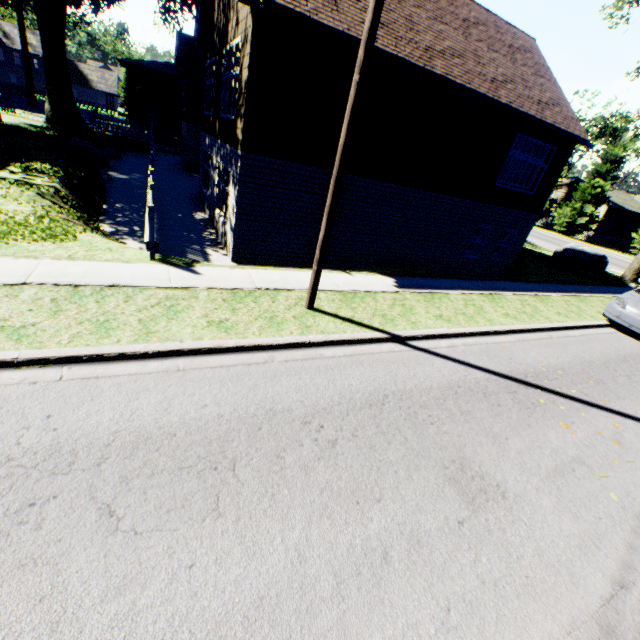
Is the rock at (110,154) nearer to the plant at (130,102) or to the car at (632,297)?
the plant at (130,102)

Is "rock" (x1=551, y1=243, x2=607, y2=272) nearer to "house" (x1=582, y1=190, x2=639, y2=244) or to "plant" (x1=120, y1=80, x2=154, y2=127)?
"house" (x1=582, y1=190, x2=639, y2=244)

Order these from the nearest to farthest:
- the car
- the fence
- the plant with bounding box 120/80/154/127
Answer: the car < the fence < the plant with bounding box 120/80/154/127

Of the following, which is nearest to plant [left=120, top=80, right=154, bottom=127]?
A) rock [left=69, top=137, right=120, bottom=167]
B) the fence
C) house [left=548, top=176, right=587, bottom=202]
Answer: the fence

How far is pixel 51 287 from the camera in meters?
5.4

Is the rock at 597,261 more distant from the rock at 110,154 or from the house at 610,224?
the rock at 110,154

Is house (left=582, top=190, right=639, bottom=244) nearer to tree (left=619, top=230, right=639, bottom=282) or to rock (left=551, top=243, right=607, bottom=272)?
tree (left=619, top=230, right=639, bottom=282)

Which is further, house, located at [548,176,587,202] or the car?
house, located at [548,176,587,202]
